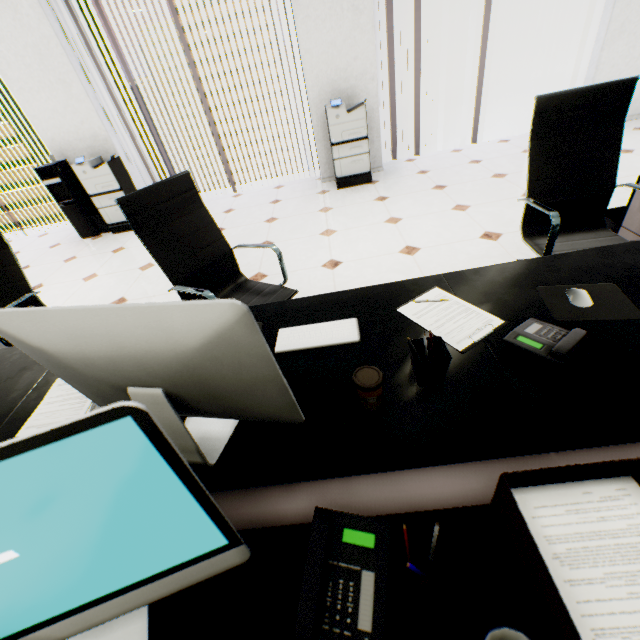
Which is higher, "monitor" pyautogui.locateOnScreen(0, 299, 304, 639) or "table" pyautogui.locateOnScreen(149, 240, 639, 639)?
"monitor" pyautogui.locateOnScreen(0, 299, 304, 639)

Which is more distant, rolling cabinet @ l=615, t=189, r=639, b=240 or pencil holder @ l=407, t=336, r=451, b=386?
rolling cabinet @ l=615, t=189, r=639, b=240

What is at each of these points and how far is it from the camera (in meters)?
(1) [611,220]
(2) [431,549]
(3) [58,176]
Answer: (1) trash can, 2.44
(2) pencil, 0.60
(3) water cooler, 4.70

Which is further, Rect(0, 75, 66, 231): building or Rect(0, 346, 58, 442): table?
Rect(0, 75, 66, 231): building

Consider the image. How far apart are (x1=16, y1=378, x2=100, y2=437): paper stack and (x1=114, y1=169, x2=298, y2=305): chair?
0.53m

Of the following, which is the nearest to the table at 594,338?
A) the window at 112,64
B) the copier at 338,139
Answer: the copier at 338,139

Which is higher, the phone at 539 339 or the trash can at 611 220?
the phone at 539 339

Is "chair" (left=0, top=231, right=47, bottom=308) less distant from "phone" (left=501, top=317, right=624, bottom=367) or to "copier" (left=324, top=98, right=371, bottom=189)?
"phone" (left=501, top=317, right=624, bottom=367)
